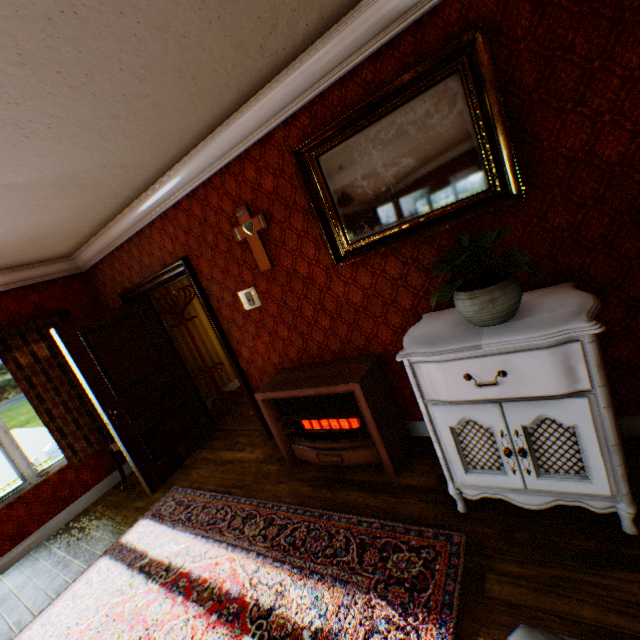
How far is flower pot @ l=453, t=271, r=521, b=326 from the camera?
1.7 meters

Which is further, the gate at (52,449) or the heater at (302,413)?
the gate at (52,449)

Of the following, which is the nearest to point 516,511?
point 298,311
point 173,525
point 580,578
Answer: point 580,578

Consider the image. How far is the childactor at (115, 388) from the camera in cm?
368

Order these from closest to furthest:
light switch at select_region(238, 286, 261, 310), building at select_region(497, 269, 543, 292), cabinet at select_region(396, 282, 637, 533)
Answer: cabinet at select_region(396, 282, 637, 533) → building at select_region(497, 269, 543, 292) → light switch at select_region(238, 286, 261, 310)

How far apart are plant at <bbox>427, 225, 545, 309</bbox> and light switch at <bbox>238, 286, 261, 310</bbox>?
2.0m

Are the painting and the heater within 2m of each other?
yes

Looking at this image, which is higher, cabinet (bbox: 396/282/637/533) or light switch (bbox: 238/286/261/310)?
light switch (bbox: 238/286/261/310)
